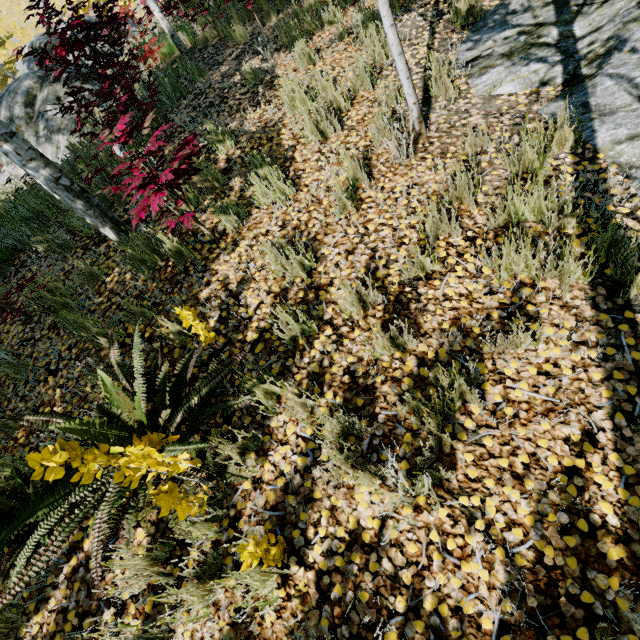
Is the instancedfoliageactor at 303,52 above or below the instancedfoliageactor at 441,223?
above

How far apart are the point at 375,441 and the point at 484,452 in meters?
0.7 m

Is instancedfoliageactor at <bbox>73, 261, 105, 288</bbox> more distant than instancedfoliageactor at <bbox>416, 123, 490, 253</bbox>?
Yes

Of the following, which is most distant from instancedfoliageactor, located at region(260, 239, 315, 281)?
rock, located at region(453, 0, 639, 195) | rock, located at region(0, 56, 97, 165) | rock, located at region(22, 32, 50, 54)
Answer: rock, located at region(22, 32, 50, 54)

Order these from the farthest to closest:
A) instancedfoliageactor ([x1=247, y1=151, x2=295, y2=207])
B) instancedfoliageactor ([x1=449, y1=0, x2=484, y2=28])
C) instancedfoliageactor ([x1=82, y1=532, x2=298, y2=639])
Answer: instancedfoliageactor ([x1=449, y1=0, x2=484, y2=28]), instancedfoliageactor ([x1=247, y1=151, x2=295, y2=207]), instancedfoliageactor ([x1=82, y1=532, x2=298, y2=639])

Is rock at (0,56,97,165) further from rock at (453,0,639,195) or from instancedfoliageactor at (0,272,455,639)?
rock at (453,0,639,195)

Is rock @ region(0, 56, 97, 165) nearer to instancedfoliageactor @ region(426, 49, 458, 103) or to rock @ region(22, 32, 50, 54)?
instancedfoliageactor @ region(426, 49, 458, 103)

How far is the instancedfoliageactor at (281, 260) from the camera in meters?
2.8
